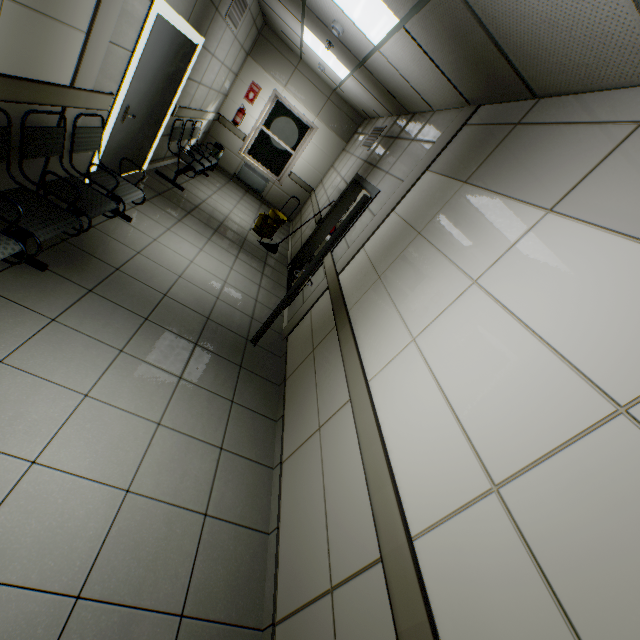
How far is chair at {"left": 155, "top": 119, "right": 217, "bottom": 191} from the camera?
5.7m

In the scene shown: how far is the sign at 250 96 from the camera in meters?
7.8

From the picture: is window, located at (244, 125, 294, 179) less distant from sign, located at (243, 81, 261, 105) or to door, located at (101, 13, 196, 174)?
sign, located at (243, 81, 261, 105)

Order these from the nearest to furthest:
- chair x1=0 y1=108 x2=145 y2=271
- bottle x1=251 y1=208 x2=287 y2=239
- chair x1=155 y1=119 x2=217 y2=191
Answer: chair x1=0 y1=108 x2=145 y2=271 → chair x1=155 y1=119 x2=217 y2=191 → bottle x1=251 y1=208 x2=287 y2=239

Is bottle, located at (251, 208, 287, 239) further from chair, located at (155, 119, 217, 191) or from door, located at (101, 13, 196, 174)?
door, located at (101, 13, 196, 174)

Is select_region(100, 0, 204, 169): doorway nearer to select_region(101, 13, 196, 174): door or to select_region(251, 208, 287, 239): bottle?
select_region(101, 13, 196, 174): door

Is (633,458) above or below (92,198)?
above

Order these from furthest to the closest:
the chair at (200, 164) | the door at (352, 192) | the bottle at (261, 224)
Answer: the bottle at (261, 224) → the chair at (200, 164) → the door at (352, 192)
